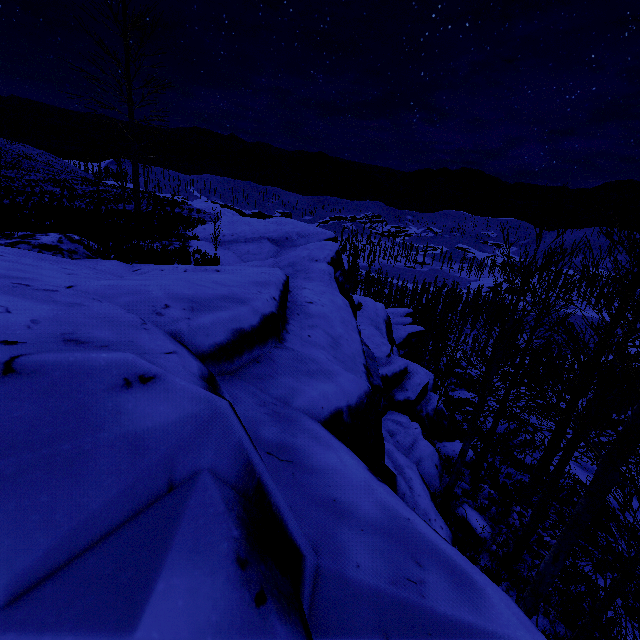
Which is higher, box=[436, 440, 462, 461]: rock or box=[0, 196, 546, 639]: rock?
box=[0, 196, 546, 639]: rock

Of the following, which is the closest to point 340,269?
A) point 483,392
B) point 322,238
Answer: point 483,392

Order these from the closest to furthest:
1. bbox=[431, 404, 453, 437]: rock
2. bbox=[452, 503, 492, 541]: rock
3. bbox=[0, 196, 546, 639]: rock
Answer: bbox=[0, 196, 546, 639]: rock → bbox=[452, 503, 492, 541]: rock → bbox=[431, 404, 453, 437]: rock

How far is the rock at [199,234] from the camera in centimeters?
1485cm

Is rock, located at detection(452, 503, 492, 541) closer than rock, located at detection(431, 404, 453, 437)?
Yes

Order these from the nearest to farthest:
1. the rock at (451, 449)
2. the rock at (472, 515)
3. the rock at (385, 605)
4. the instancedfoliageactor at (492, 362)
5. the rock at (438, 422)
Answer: the rock at (385, 605) → the instancedfoliageactor at (492, 362) → the rock at (472, 515) → the rock at (451, 449) → the rock at (438, 422)

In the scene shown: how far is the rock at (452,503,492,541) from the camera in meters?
9.3
